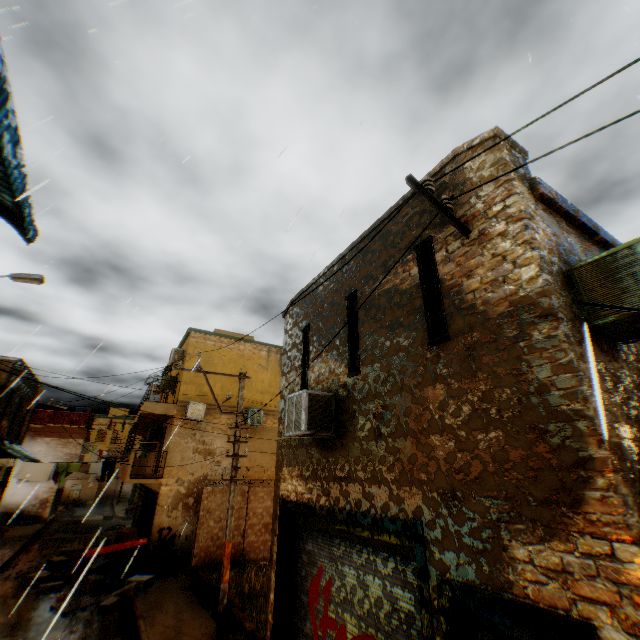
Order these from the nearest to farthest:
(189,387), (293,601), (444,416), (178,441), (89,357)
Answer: (444,416)
(89,357)
(293,601)
(178,441)
(189,387)

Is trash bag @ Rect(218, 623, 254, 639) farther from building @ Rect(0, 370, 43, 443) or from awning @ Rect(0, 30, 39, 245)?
awning @ Rect(0, 30, 39, 245)

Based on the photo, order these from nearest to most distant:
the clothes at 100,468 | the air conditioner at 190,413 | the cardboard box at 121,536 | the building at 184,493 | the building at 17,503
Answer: the building at 184,493 < the cardboard box at 121,536 < the clothes at 100,468 < the air conditioner at 190,413 < the building at 17,503

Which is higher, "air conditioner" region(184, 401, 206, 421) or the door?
"air conditioner" region(184, 401, 206, 421)

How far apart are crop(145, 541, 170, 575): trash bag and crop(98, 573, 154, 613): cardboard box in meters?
0.2

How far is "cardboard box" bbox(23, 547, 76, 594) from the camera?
11.8 meters

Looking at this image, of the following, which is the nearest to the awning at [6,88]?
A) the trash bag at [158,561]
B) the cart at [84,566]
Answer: the cart at [84,566]

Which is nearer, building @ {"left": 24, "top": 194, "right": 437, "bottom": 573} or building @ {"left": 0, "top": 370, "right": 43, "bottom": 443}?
building @ {"left": 24, "top": 194, "right": 437, "bottom": 573}
